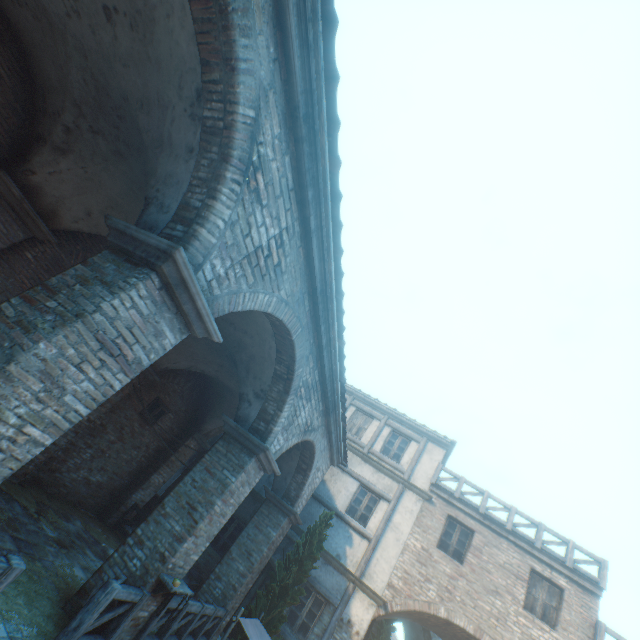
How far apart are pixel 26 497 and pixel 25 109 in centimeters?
868cm

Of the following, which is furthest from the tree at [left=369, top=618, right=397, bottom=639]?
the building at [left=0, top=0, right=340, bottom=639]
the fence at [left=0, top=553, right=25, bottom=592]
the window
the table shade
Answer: the window

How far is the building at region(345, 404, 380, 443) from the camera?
15.45m

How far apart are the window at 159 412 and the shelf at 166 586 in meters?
5.9

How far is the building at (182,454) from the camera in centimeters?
1209cm

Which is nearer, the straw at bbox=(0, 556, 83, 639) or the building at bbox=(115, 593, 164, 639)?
the straw at bbox=(0, 556, 83, 639)

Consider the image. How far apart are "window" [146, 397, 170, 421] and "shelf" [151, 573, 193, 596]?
5.9 meters

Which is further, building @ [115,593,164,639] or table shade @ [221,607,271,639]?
table shade @ [221,607,271,639]
